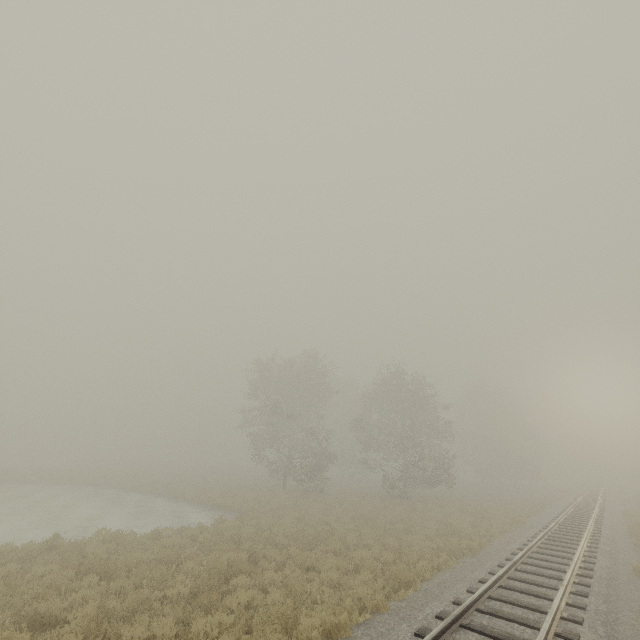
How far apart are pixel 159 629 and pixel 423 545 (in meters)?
11.07
